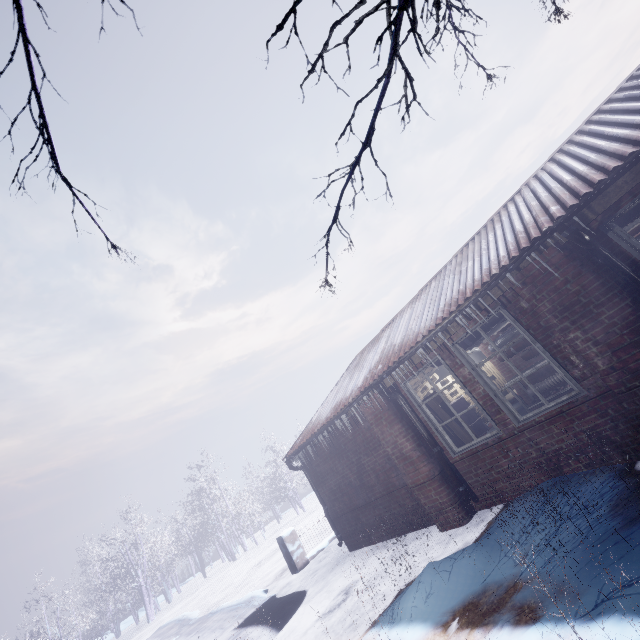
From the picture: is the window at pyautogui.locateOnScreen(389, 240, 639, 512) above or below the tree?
below

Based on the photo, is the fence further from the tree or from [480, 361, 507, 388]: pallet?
the tree

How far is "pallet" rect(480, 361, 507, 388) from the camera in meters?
12.4 m

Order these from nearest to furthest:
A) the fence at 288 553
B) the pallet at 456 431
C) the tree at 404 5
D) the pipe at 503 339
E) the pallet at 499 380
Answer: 1. the tree at 404 5
2. the pallet at 456 431
3. the pipe at 503 339
4. the fence at 288 553
5. the pallet at 499 380

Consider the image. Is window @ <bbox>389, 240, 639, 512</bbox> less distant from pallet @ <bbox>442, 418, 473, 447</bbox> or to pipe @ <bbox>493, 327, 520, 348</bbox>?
pallet @ <bbox>442, 418, 473, 447</bbox>

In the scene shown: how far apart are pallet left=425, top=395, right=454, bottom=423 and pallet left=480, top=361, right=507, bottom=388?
8.1m

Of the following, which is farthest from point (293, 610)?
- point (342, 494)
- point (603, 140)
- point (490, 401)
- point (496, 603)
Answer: point (603, 140)

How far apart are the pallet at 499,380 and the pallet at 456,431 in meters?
8.1
